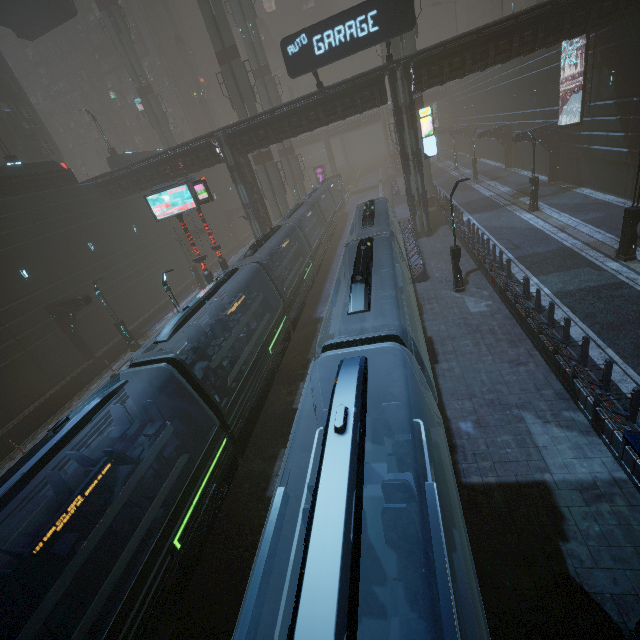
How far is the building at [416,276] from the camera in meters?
20.0 m

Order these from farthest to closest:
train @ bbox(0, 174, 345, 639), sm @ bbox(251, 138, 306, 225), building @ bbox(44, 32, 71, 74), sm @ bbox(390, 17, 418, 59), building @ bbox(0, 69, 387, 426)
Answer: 1. building @ bbox(44, 32, 71, 74)
2. sm @ bbox(251, 138, 306, 225)
3. sm @ bbox(390, 17, 418, 59)
4. building @ bbox(0, 69, 387, 426)
5. train @ bbox(0, 174, 345, 639)

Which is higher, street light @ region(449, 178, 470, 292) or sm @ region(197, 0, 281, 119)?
sm @ region(197, 0, 281, 119)

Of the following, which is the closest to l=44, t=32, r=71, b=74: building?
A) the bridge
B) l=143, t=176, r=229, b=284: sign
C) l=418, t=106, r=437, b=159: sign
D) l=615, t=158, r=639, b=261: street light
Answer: l=418, t=106, r=437, b=159: sign

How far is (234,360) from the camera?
13.3m

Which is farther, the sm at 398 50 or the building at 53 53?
the building at 53 53

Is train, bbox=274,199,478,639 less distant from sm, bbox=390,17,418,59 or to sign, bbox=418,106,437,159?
sm, bbox=390,17,418,59

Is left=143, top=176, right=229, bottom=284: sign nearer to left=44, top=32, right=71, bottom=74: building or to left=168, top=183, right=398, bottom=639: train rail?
left=44, top=32, right=71, bottom=74: building
